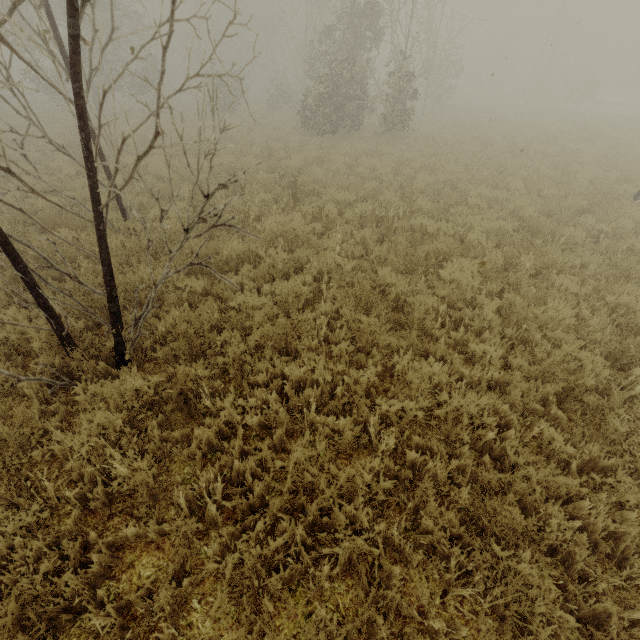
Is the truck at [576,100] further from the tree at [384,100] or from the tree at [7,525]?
the tree at [7,525]

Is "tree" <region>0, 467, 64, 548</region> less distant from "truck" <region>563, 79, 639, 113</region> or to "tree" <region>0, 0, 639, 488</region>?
"tree" <region>0, 0, 639, 488</region>

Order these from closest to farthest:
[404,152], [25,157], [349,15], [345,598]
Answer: [345,598], [25,157], [404,152], [349,15]

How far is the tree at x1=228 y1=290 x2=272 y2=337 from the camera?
4.6 meters

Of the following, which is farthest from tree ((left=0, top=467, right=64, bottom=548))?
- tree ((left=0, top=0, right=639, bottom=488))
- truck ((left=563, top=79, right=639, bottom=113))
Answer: truck ((left=563, top=79, right=639, bottom=113))
